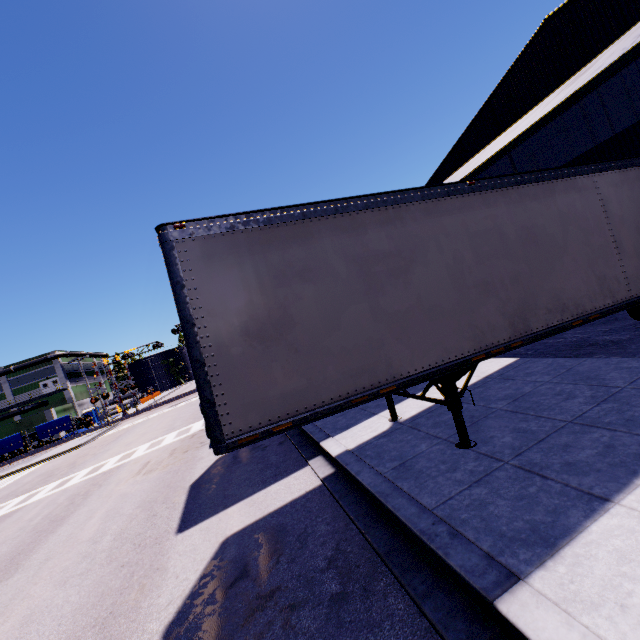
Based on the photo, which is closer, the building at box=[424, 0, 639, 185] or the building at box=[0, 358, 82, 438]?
the building at box=[424, 0, 639, 185]

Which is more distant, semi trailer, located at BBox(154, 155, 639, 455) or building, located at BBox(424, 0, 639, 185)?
building, located at BBox(424, 0, 639, 185)

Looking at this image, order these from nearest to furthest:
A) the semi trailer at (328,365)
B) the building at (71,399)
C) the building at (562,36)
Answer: the semi trailer at (328,365) < the building at (562,36) < the building at (71,399)

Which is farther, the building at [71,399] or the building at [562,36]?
the building at [71,399]

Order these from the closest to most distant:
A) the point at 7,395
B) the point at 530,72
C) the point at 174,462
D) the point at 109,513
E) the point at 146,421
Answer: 1. the point at 109,513
2. the point at 174,462
3. the point at 530,72
4. the point at 146,421
5. the point at 7,395

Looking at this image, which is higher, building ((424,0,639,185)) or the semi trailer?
building ((424,0,639,185))

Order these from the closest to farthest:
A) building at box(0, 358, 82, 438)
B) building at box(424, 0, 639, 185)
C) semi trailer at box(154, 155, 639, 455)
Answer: semi trailer at box(154, 155, 639, 455) → building at box(424, 0, 639, 185) → building at box(0, 358, 82, 438)
